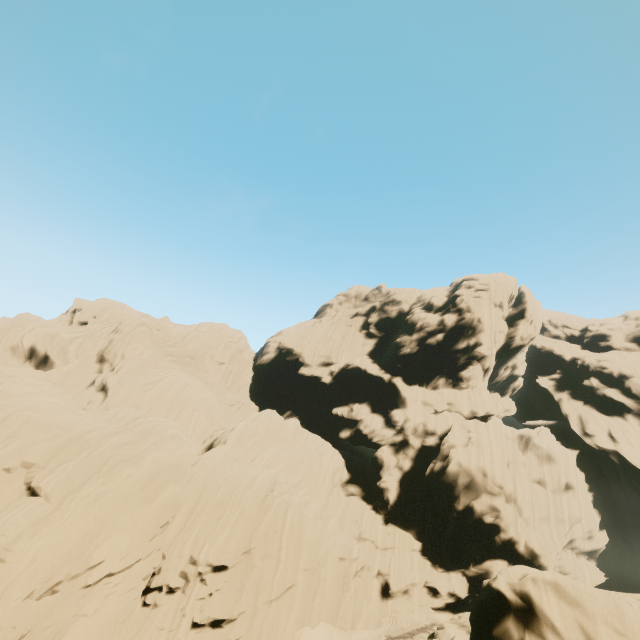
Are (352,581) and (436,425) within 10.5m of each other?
no
